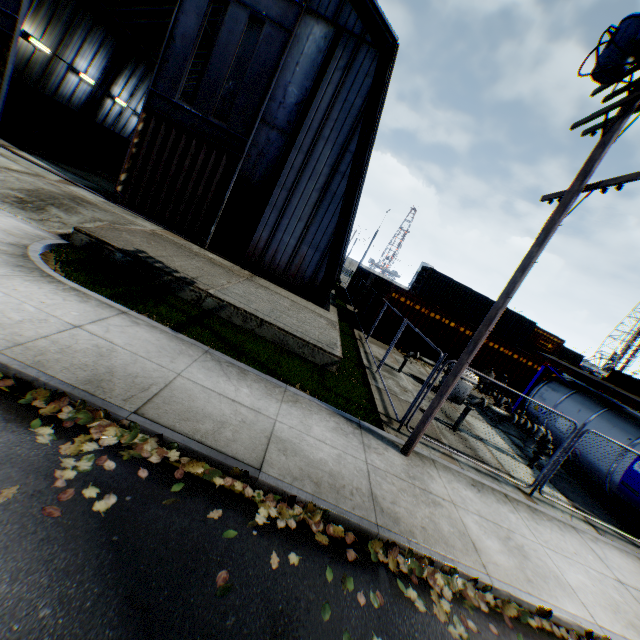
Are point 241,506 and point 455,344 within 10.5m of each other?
no

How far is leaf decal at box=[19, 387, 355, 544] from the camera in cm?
388

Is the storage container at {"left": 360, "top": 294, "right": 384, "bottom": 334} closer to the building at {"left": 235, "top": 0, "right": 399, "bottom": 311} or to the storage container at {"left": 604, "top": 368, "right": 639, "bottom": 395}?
the building at {"left": 235, "top": 0, "right": 399, "bottom": 311}

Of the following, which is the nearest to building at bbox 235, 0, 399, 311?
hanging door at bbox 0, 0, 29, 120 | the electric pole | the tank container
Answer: hanging door at bbox 0, 0, 29, 120

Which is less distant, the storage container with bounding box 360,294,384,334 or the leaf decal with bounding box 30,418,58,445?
the leaf decal with bounding box 30,418,58,445

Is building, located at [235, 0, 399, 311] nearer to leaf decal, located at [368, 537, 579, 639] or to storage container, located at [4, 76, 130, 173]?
storage container, located at [4, 76, 130, 173]

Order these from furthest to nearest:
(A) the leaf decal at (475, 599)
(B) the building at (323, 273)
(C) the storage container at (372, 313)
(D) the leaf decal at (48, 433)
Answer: (C) the storage container at (372, 313) < (B) the building at (323, 273) < (A) the leaf decal at (475, 599) < (D) the leaf decal at (48, 433)

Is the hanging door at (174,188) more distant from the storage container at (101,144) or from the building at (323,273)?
the storage container at (101,144)
